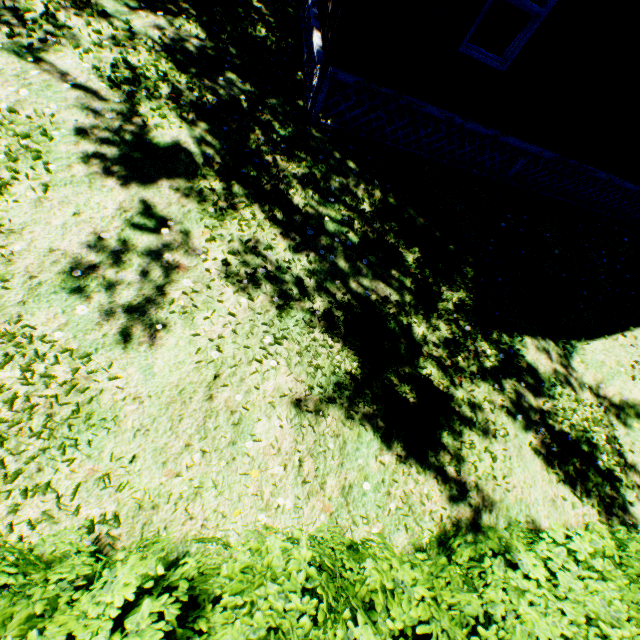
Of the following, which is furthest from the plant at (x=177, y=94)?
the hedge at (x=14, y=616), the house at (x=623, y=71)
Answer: the house at (x=623, y=71)

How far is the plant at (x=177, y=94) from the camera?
5.05m

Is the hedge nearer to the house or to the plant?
the plant

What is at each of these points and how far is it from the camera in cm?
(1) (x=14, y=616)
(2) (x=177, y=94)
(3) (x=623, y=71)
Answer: (1) hedge, 131
(2) plant, 535
(3) house, 588

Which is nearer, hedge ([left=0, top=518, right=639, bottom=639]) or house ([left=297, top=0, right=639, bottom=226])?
hedge ([left=0, top=518, right=639, bottom=639])

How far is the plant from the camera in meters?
5.0

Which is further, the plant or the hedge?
the plant
